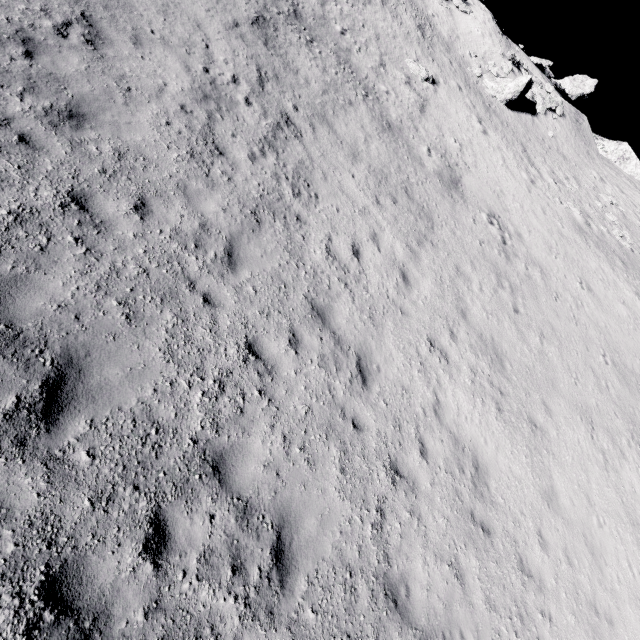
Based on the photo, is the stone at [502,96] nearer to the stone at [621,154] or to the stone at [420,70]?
the stone at [420,70]

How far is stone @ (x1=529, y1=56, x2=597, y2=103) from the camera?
37.5m

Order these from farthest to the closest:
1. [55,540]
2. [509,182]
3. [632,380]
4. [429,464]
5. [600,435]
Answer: [509,182], [632,380], [600,435], [429,464], [55,540]

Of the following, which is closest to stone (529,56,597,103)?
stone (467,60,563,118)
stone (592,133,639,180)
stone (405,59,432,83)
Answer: stone (592,133,639,180)

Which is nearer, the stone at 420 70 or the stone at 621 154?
the stone at 420 70

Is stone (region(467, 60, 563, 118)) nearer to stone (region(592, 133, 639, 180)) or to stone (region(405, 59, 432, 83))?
stone (region(405, 59, 432, 83))
